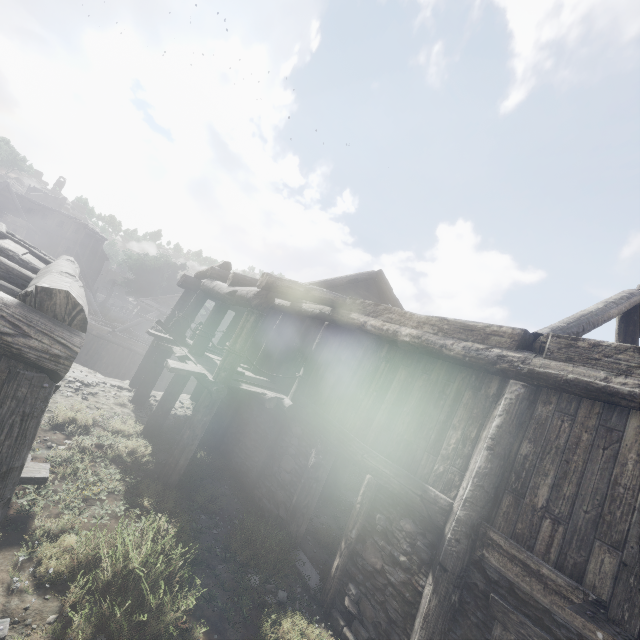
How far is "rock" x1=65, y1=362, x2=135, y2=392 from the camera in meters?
11.1

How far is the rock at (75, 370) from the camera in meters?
11.1 m

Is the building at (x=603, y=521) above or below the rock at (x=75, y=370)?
above

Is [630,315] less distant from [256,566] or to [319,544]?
[319,544]

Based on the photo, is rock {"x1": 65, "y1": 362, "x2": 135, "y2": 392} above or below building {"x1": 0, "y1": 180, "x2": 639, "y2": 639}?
below

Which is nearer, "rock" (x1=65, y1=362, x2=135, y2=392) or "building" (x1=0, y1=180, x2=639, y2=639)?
"building" (x1=0, y1=180, x2=639, y2=639)
